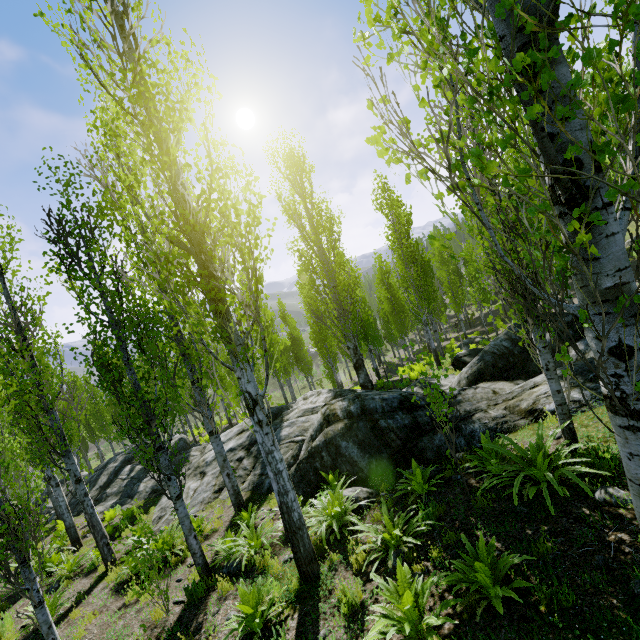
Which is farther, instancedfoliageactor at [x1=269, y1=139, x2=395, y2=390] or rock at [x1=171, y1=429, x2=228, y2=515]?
instancedfoliageactor at [x1=269, y1=139, x2=395, y2=390]

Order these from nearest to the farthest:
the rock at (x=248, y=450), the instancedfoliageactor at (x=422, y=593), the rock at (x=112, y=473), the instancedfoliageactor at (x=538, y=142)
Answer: the instancedfoliageactor at (x=538, y=142), the instancedfoliageactor at (x=422, y=593), the rock at (x=248, y=450), the rock at (x=112, y=473)

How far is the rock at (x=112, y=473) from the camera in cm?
1190

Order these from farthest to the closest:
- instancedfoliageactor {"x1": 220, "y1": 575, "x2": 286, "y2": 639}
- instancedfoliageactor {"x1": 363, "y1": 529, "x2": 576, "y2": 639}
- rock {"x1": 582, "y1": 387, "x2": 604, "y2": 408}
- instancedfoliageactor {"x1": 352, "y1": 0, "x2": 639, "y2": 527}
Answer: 1. rock {"x1": 582, "y1": 387, "x2": 604, "y2": 408}
2. instancedfoliageactor {"x1": 220, "y1": 575, "x2": 286, "y2": 639}
3. instancedfoliageactor {"x1": 363, "y1": 529, "x2": 576, "y2": 639}
4. instancedfoliageactor {"x1": 352, "y1": 0, "x2": 639, "y2": 527}

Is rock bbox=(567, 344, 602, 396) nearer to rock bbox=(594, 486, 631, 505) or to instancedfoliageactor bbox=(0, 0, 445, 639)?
Answer: instancedfoliageactor bbox=(0, 0, 445, 639)

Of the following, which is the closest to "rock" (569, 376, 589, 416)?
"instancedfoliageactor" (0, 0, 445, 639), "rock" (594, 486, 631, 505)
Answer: "instancedfoliageactor" (0, 0, 445, 639)

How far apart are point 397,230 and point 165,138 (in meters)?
12.99
